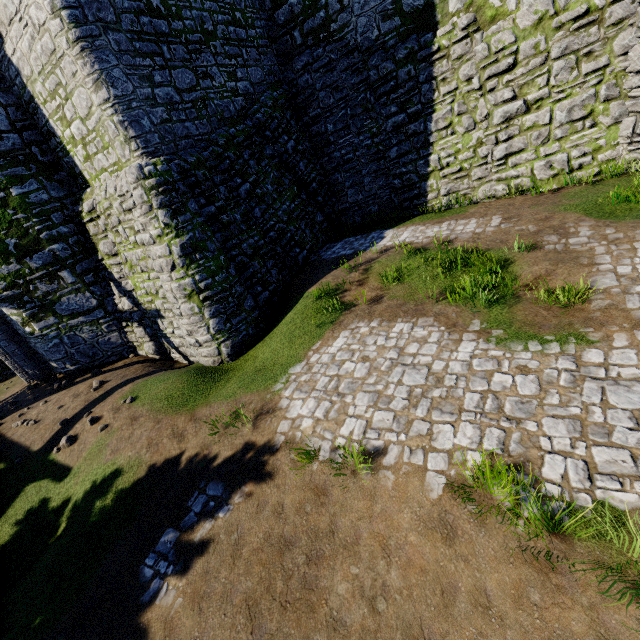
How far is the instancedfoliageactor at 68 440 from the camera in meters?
8.0

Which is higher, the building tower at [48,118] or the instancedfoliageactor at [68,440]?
the building tower at [48,118]

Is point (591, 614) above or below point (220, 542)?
above

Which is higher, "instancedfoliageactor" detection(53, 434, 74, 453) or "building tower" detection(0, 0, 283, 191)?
"building tower" detection(0, 0, 283, 191)

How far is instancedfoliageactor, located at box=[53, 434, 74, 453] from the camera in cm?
801
